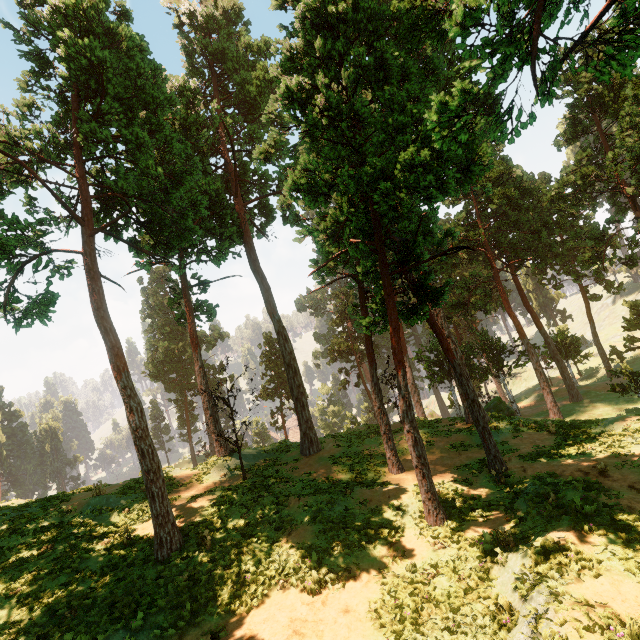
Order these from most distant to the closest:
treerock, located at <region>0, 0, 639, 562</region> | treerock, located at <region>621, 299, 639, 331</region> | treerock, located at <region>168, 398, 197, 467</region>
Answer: treerock, located at <region>168, 398, 197, 467</region> < treerock, located at <region>621, 299, 639, 331</region> < treerock, located at <region>0, 0, 639, 562</region>

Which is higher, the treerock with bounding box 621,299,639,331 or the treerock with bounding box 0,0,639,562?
the treerock with bounding box 0,0,639,562

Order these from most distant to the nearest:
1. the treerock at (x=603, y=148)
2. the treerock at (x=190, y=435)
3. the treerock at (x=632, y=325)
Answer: the treerock at (x=190, y=435) → the treerock at (x=632, y=325) → the treerock at (x=603, y=148)

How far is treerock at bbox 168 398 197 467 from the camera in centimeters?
5628cm

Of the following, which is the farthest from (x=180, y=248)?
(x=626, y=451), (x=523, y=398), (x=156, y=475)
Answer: (x=523, y=398)

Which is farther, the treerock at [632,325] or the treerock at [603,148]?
the treerock at [632,325]

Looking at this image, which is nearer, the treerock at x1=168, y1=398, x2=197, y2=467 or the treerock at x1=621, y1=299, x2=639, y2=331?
the treerock at x1=621, y1=299, x2=639, y2=331
